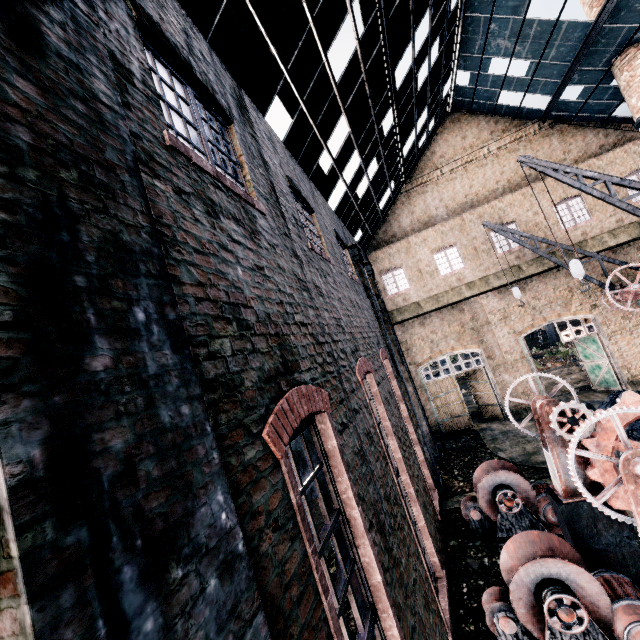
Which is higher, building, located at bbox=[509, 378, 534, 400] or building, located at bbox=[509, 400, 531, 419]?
building, located at bbox=[509, 378, 534, 400]

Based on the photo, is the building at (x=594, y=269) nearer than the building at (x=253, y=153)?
No

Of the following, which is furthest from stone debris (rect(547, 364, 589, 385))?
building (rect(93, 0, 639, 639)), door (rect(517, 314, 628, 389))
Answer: building (rect(93, 0, 639, 639))

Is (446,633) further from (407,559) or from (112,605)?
(112,605)

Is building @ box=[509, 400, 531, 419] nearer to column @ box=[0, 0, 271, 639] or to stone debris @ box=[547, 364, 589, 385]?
column @ box=[0, 0, 271, 639]

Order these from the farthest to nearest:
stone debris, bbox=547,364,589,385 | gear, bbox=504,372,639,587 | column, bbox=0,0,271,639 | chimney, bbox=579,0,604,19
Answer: stone debris, bbox=547,364,589,385
chimney, bbox=579,0,604,19
gear, bbox=504,372,639,587
column, bbox=0,0,271,639

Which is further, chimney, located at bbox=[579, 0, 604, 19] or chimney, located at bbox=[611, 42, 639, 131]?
chimney, located at bbox=[579, 0, 604, 19]

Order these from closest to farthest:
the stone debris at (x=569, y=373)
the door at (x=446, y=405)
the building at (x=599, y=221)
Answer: the building at (x=599, y=221)
the door at (x=446, y=405)
the stone debris at (x=569, y=373)
